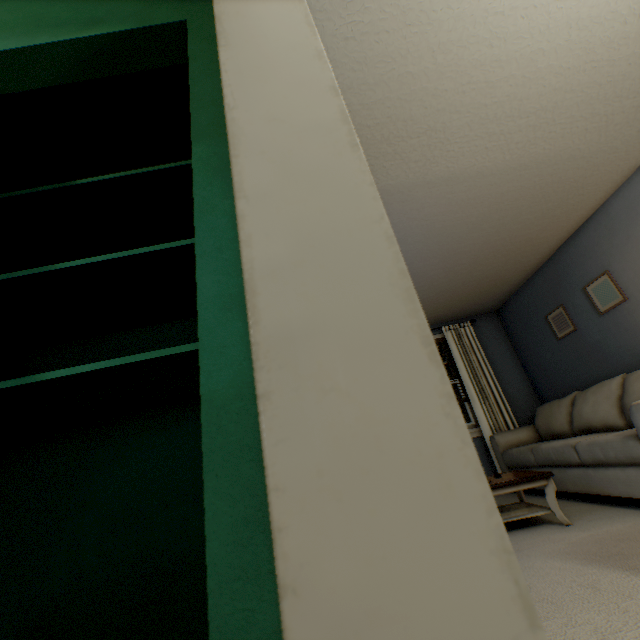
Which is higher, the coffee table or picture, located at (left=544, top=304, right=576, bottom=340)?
picture, located at (left=544, top=304, right=576, bottom=340)

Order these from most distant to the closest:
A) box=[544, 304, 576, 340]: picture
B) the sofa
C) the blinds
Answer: the blinds
box=[544, 304, 576, 340]: picture
the sofa

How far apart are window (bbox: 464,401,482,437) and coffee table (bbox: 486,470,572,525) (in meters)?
1.48

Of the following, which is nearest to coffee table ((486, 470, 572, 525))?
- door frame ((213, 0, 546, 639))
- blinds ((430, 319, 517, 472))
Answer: blinds ((430, 319, 517, 472))

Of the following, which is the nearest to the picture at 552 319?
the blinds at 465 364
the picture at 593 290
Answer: the picture at 593 290

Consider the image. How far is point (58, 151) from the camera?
1.75m

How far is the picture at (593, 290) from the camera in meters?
3.2

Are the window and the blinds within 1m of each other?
yes
